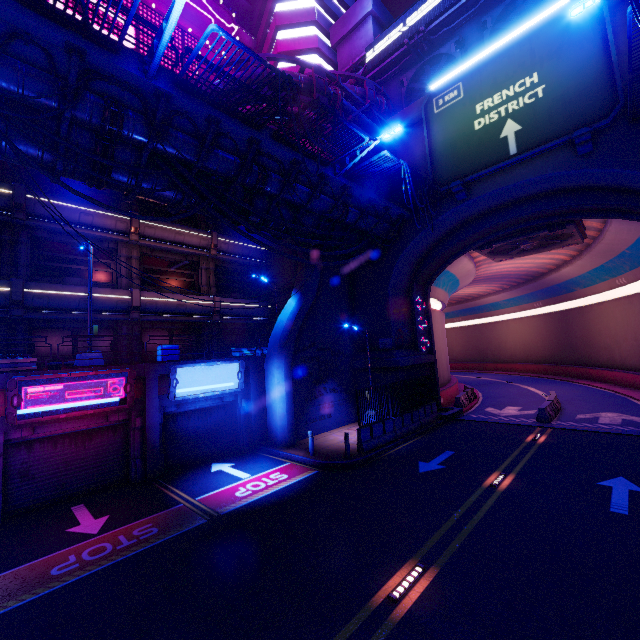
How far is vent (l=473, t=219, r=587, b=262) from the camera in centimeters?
1877cm

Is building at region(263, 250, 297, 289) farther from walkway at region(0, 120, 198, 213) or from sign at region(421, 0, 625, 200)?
sign at region(421, 0, 625, 200)

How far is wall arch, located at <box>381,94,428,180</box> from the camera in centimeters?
1845cm

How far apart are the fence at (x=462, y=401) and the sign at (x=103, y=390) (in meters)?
19.78

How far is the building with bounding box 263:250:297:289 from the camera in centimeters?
2395cm

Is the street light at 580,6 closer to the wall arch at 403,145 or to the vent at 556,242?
the wall arch at 403,145

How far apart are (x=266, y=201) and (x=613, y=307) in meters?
32.5 m

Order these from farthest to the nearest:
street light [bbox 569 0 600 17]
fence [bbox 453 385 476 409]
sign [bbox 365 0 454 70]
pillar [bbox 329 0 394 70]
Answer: pillar [bbox 329 0 394 70] < fence [bbox 453 385 476 409] < sign [bbox 365 0 454 70] < street light [bbox 569 0 600 17]
